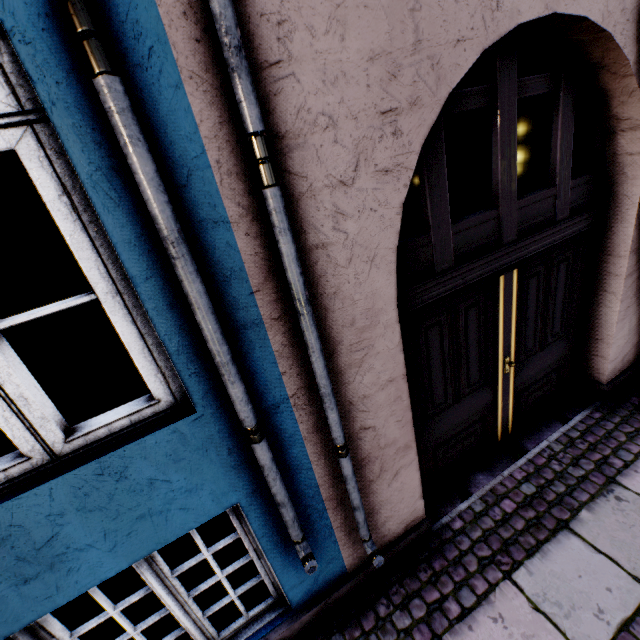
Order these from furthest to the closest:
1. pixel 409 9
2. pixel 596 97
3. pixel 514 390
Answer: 1. pixel 514 390
2. pixel 596 97
3. pixel 409 9
